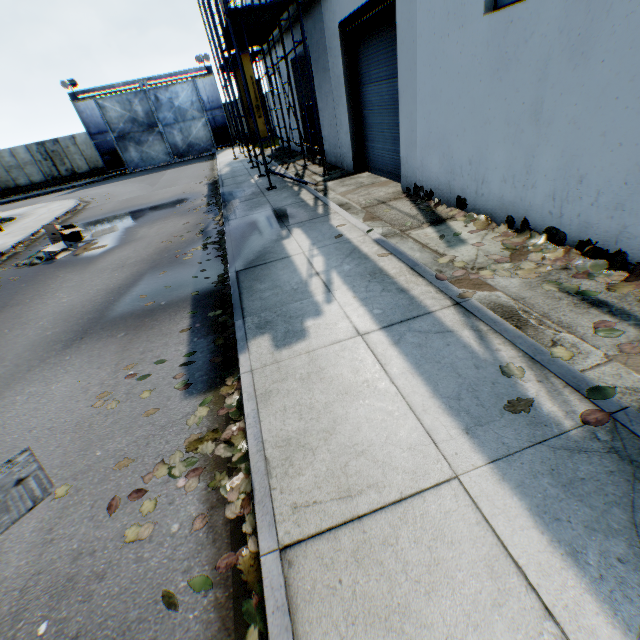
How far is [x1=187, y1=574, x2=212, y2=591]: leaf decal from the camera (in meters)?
2.19

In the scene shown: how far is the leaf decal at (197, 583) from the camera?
2.19m

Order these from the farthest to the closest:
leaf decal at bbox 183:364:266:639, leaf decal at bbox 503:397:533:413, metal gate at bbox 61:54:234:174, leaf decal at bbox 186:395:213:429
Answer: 1. metal gate at bbox 61:54:234:174
2. leaf decal at bbox 186:395:213:429
3. leaf decal at bbox 503:397:533:413
4. leaf decal at bbox 183:364:266:639

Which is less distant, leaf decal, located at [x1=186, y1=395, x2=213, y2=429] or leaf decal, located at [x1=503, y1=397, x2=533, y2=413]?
leaf decal, located at [x1=503, y1=397, x2=533, y2=413]

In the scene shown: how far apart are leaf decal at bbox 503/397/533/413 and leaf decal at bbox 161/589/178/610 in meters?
2.2

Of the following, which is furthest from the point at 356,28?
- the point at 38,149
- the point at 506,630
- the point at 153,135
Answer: the point at 38,149

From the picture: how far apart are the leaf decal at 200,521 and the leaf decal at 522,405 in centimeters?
218cm
